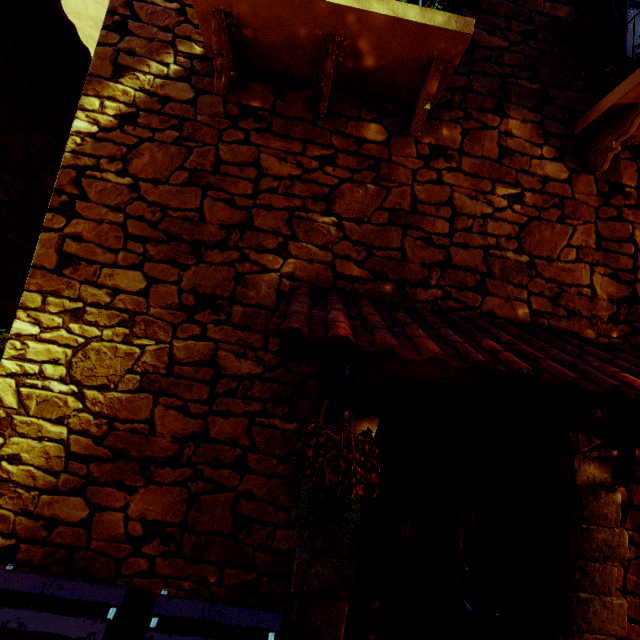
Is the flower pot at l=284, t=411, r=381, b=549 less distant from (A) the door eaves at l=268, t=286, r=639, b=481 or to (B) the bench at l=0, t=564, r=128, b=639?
(A) the door eaves at l=268, t=286, r=639, b=481

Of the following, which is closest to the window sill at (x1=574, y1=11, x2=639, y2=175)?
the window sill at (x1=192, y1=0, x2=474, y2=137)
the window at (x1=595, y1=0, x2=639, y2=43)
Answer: the window at (x1=595, y1=0, x2=639, y2=43)

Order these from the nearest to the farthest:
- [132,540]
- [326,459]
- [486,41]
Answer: [326,459], [132,540], [486,41]

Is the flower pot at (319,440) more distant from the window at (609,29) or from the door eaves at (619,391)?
the window at (609,29)

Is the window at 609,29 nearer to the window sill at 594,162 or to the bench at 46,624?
the window sill at 594,162

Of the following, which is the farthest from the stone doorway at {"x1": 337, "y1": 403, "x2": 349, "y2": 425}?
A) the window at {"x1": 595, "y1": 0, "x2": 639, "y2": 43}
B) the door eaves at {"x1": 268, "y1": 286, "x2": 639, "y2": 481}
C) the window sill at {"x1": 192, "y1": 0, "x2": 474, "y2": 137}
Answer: the window at {"x1": 595, "y1": 0, "x2": 639, "y2": 43}

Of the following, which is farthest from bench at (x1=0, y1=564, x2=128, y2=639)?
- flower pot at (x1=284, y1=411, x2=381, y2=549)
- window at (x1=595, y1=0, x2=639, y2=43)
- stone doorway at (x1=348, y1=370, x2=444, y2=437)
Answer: window at (x1=595, y1=0, x2=639, y2=43)

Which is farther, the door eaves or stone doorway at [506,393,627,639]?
stone doorway at [506,393,627,639]
